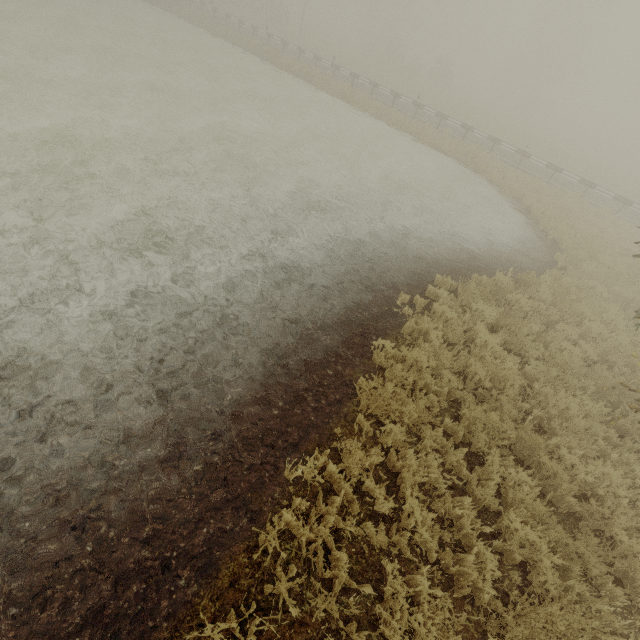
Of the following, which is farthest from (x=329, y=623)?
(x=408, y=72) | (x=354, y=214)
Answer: (x=408, y=72)
